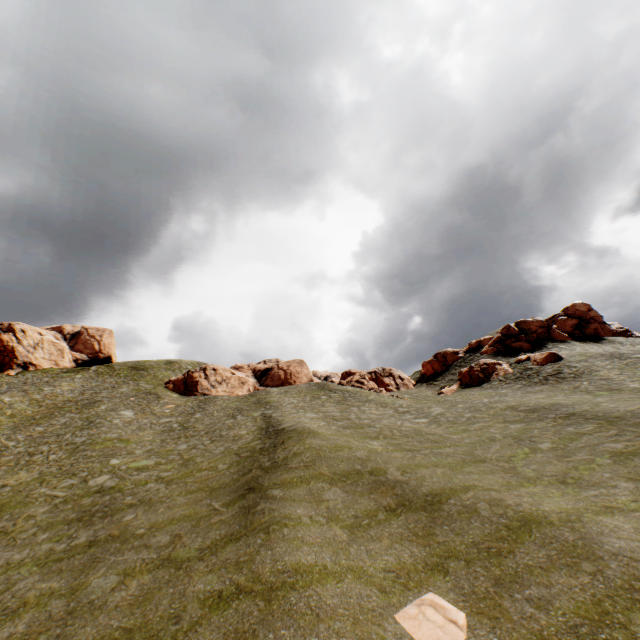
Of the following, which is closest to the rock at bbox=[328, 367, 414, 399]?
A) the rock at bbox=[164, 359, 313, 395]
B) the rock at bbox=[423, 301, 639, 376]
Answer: the rock at bbox=[423, 301, 639, 376]

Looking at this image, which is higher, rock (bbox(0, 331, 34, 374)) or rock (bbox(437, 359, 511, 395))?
rock (bbox(0, 331, 34, 374))

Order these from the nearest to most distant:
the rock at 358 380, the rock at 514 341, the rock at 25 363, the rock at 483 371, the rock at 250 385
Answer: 1. the rock at 483 371
2. the rock at 358 380
3. the rock at 514 341
4. the rock at 250 385
5. the rock at 25 363

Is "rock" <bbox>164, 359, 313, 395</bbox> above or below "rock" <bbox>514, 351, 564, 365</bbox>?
above

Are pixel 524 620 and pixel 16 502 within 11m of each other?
no

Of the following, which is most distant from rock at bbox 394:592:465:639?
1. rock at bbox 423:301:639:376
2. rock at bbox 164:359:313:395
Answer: rock at bbox 164:359:313:395

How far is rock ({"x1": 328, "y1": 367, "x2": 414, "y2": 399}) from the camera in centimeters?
4640cm

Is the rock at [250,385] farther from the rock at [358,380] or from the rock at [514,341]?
the rock at [514,341]
